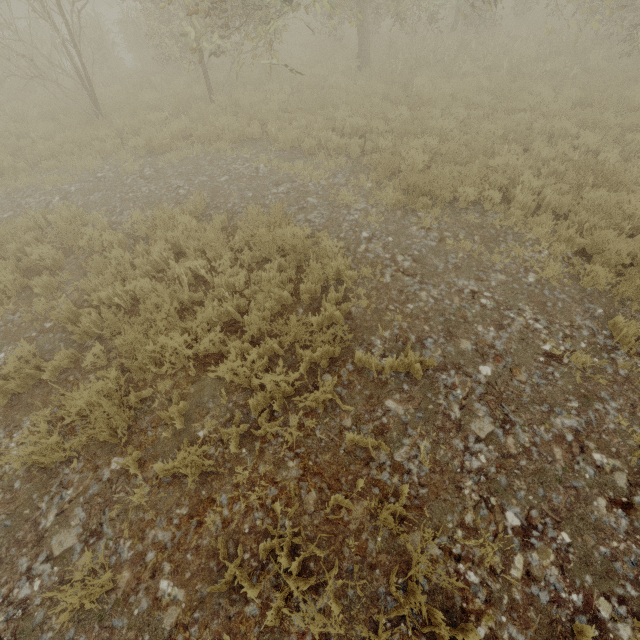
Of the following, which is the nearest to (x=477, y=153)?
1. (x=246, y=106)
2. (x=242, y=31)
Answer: (x=246, y=106)
